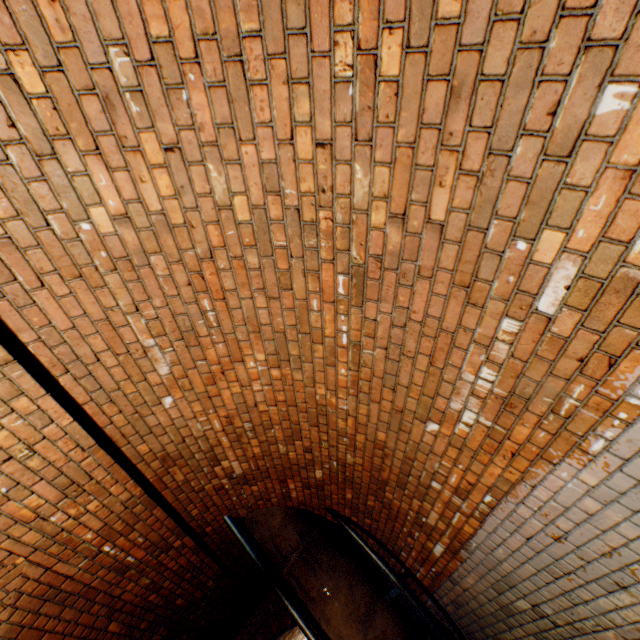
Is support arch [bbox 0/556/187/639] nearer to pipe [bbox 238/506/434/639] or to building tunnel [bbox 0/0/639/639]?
building tunnel [bbox 0/0/639/639]

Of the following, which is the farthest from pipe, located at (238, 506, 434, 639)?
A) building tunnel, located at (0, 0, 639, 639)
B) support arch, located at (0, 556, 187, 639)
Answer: support arch, located at (0, 556, 187, 639)

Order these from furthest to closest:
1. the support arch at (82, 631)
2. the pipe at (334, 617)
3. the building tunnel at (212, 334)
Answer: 1. the pipe at (334, 617)
2. the support arch at (82, 631)
3. the building tunnel at (212, 334)

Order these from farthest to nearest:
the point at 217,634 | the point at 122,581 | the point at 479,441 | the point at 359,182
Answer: the point at 217,634
the point at 122,581
the point at 479,441
the point at 359,182

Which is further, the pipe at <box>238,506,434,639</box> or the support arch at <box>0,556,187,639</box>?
the pipe at <box>238,506,434,639</box>

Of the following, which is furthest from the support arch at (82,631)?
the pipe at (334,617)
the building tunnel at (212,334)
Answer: the pipe at (334,617)

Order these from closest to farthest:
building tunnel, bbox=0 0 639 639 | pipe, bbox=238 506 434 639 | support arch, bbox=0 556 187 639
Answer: building tunnel, bbox=0 0 639 639 < support arch, bbox=0 556 187 639 < pipe, bbox=238 506 434 639
